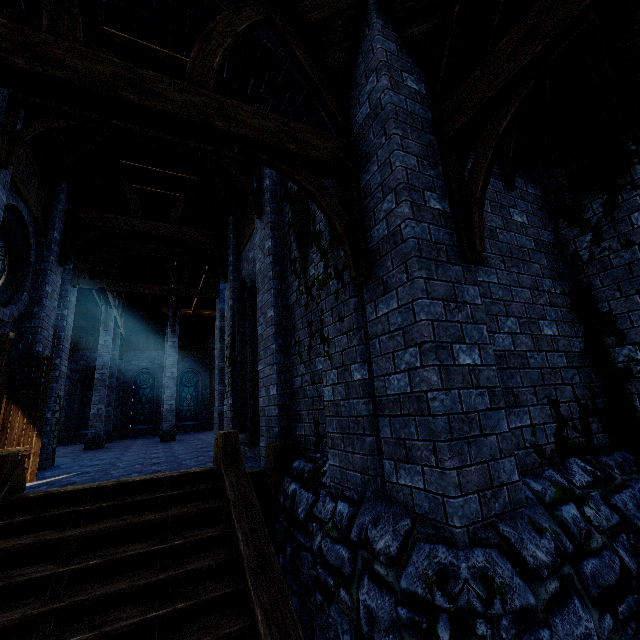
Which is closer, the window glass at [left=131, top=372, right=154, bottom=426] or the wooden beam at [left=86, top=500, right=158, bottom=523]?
the wooden beam at [left=86, top=500, right=158, bottom=523]

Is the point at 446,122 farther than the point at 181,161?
No

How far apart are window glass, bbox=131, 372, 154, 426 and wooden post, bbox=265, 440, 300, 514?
20.9m

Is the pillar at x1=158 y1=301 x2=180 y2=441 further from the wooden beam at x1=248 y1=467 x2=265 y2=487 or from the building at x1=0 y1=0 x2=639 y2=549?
the wooden beam at x1=248 y1=467 x2=265 y2=487

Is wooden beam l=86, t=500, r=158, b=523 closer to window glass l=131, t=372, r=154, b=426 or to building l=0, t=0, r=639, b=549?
building l=0, t=0, r=639, b=549

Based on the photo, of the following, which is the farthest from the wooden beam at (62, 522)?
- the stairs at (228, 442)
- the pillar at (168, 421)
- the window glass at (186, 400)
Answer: the window glass at (186, 400)

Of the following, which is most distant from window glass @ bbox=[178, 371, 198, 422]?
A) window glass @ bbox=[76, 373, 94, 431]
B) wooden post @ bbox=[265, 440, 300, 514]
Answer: wooden post @ bbox=[265, 440, 300, 514]
